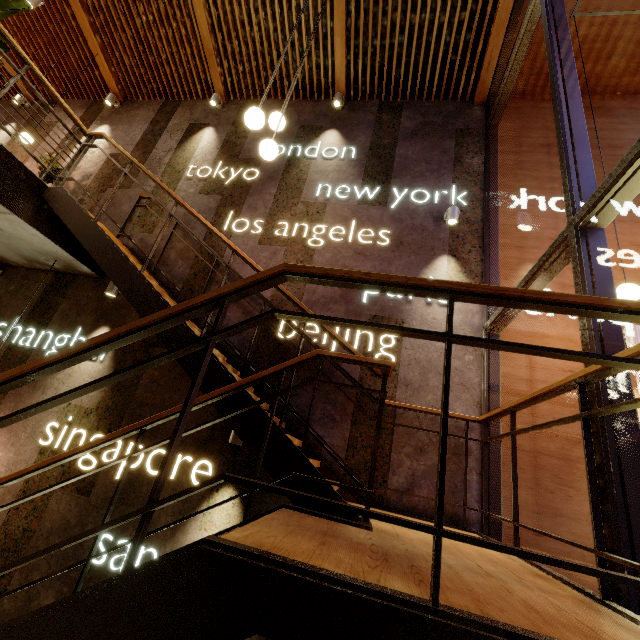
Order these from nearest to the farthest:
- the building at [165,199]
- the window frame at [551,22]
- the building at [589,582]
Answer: the window frame at [551,22]
the building at [589,582]
the building at [165,199]

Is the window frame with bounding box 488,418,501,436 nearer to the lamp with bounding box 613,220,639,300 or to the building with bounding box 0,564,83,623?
the building with bounding box 0,564,83,623

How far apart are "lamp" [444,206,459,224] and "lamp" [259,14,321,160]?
2.64m

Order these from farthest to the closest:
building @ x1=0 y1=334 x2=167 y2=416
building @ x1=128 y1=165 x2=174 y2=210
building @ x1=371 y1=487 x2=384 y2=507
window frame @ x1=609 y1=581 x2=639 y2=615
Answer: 1. building @ x1=128 y1=165 x2=174 y2=210
2. building @ x1=0 y1=334 x2=167 y2=416
3. building @ x1=371 y1=487 x2=384 y2=507
4. window frame @ x1=609 y1=581 x2=639 y2=615

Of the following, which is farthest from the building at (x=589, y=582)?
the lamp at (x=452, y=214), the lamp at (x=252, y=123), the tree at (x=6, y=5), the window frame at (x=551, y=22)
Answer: the tree at (x=6, y=5)

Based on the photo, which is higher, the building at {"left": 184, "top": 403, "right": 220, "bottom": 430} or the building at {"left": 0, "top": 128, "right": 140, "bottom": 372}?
the building at {"left": 0, "top": 128, "right": 140, "bottom": 372}

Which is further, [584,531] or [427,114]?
[427,114]

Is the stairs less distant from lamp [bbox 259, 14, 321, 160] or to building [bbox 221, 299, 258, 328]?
building [bbox 221, 299, 258, 328]
